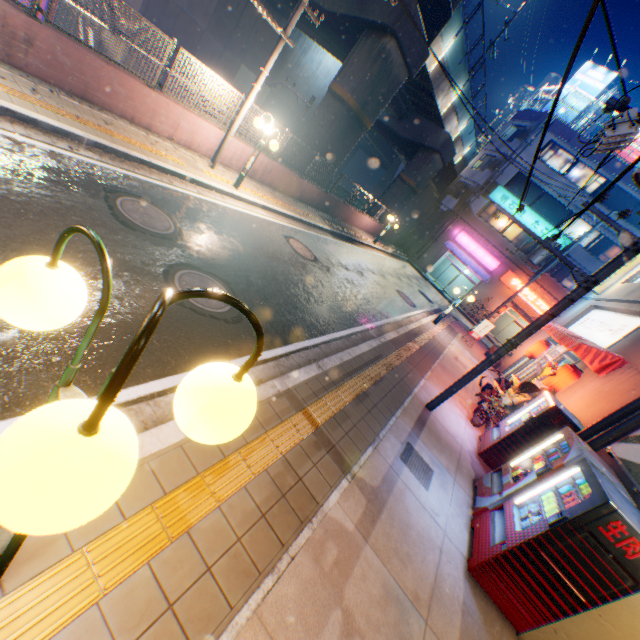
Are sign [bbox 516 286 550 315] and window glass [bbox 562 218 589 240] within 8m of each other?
yes

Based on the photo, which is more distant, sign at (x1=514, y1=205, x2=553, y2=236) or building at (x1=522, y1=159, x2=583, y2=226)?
sign at (x1=514, y1=205, x2=553, y2=236)

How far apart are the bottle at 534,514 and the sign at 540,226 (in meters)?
28.38

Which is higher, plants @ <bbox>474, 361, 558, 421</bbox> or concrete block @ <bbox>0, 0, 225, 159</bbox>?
plants @ <bbox>474, 361, 558, 421</bbox>

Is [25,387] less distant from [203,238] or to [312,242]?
[203,238]

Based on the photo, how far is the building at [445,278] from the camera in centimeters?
3356cm

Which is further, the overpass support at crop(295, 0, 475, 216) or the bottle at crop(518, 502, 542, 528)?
the overpass support at crop(295, 0, 475, 216)

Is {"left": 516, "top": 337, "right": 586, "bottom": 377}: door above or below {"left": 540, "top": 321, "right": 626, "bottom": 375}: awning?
below
